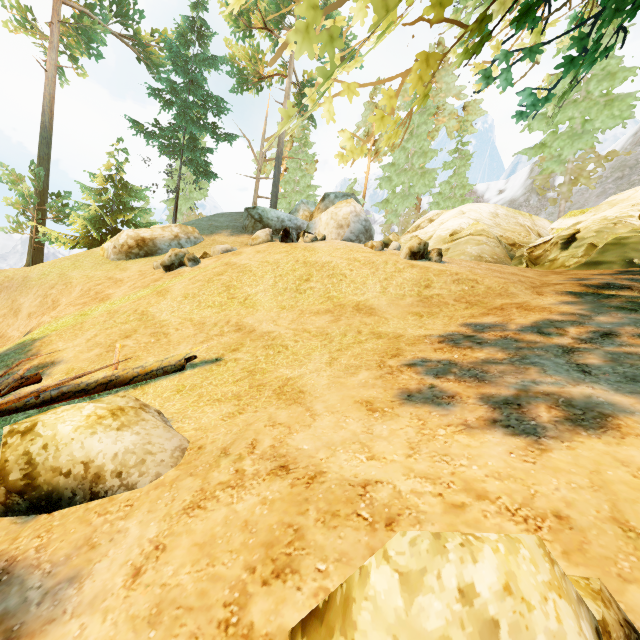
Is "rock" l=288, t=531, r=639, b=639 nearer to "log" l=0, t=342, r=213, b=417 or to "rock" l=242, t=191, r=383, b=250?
"log" l=0, t=342, r=213, b=417

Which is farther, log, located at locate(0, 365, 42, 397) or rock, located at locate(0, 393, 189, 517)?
log, located at locate(0, 365, 42, 397)

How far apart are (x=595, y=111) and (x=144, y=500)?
27.6m

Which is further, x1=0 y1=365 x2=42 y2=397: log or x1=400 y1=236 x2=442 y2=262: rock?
x1=400 y1=236 x2=442 y2=262: rock

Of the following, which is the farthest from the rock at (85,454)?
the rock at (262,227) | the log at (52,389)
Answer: the rock at (262,227)

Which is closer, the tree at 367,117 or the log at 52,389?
the tree at 367,117

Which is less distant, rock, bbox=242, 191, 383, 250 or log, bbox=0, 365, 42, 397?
log, bbox=0, 365, 42, 397

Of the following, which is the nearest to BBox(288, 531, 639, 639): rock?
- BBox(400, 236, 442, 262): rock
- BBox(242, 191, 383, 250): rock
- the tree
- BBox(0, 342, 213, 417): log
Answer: the tree
